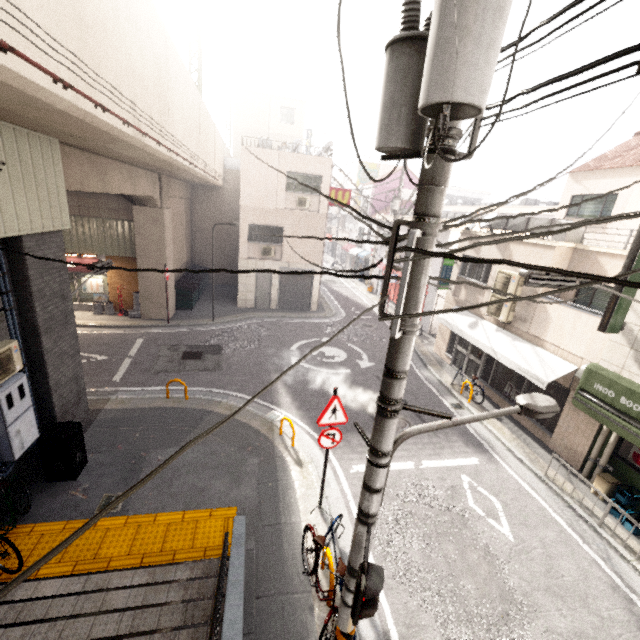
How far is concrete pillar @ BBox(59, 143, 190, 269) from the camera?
8.01m

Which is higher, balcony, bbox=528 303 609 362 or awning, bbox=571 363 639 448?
balcony, bbox=528 303 609 362

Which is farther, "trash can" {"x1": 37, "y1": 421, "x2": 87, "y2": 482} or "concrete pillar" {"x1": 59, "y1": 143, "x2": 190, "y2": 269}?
"concrete pillar" {"x1": 59, "y1": 143, "x2": 190, "y2": 269}

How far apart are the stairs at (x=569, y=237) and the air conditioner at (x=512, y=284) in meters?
1.3

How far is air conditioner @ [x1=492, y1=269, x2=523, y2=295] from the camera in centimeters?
1091cm

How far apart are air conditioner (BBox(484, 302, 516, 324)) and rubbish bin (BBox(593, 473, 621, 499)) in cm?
502

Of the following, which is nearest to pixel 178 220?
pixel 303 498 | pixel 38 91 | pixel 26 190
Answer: pixel 26 190

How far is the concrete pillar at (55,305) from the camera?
6.20m
